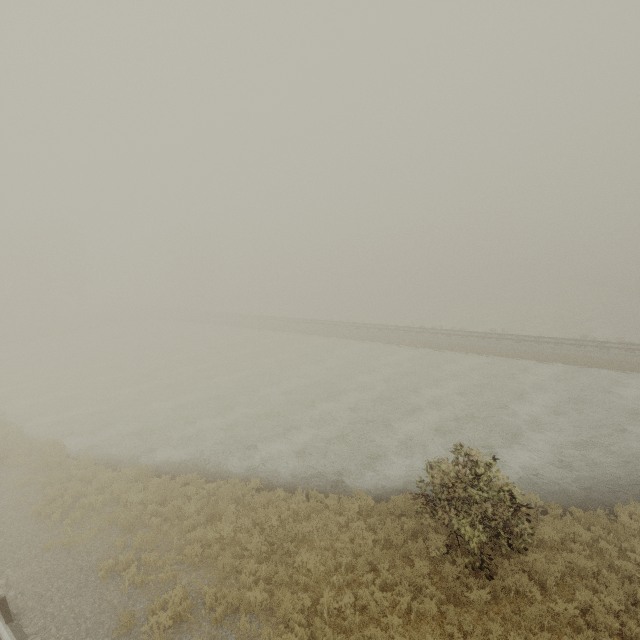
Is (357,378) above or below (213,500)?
below
